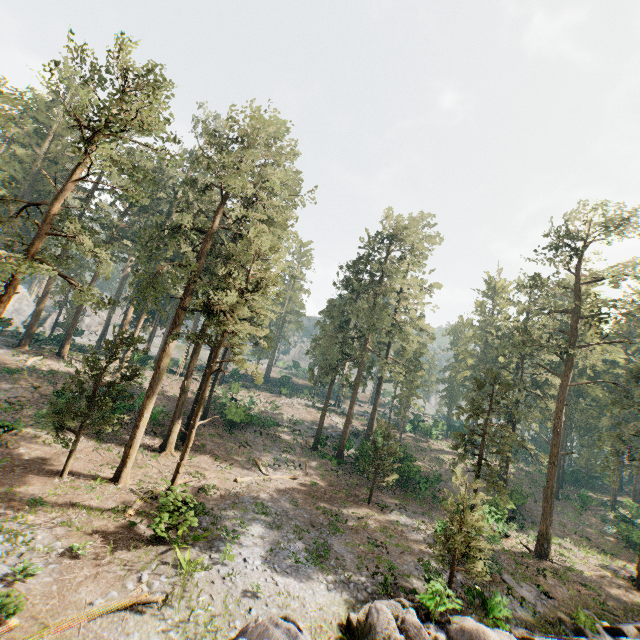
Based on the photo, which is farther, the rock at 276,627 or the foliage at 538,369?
the foliage at 538,369

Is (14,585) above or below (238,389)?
below

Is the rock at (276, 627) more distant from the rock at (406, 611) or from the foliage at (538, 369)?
the foliage at (538, 369)

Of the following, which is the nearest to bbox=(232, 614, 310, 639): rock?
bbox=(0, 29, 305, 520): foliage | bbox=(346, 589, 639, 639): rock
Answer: bbox=(346, 589, 639, 639): rock

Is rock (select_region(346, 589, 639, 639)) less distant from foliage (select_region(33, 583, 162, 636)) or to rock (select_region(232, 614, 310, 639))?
rock (select_region(232, 614, 310, 639))
